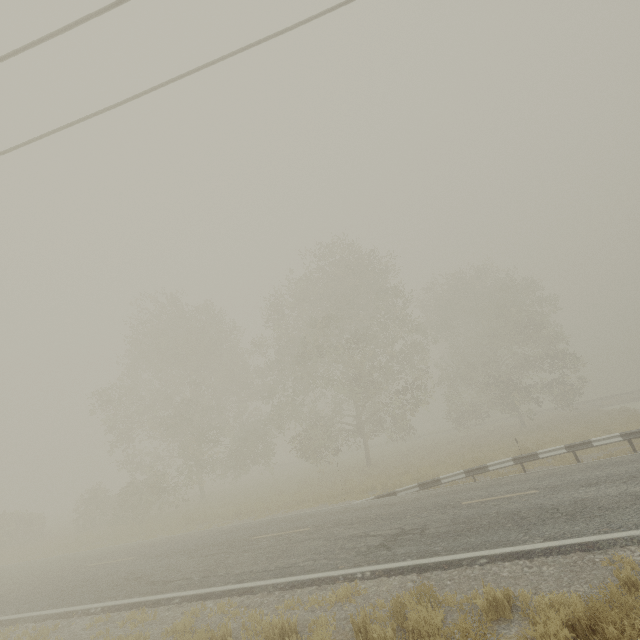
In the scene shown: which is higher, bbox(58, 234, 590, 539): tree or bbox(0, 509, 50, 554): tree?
bbox(58, 234, 590, 539): tree

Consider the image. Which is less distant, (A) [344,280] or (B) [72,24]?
(B) [72,24]

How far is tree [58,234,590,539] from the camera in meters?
23.6

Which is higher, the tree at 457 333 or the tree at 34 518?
the tree at 457 333

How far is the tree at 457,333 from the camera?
23.6m
